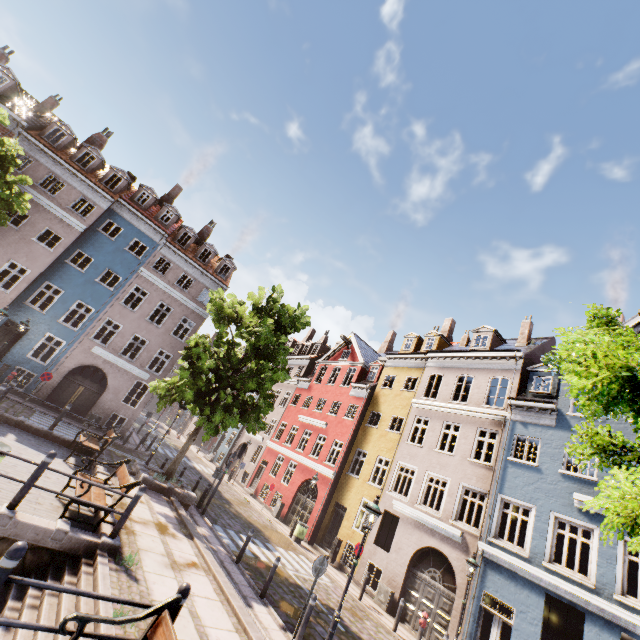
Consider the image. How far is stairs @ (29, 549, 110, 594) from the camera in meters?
5.7 m

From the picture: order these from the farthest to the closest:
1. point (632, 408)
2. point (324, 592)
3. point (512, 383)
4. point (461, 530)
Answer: point (512, 383) < point (461, 530) < point (324, 592) < point (632, 408)

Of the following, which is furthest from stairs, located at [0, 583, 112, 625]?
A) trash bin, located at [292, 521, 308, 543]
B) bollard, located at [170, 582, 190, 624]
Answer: trash bin, located at [292, 521, 308, 543]

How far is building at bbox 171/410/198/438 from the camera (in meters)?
45.83

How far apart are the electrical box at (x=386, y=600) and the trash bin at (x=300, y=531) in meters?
5.1

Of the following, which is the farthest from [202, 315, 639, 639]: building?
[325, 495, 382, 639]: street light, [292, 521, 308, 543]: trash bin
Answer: [325, 495, 382, 639]: street light

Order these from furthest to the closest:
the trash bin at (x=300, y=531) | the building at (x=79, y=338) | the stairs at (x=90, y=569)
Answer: the building at (x=79, y=338) < the trash bin at (x=300, y=531) < the stairs at (x=90, y=569)

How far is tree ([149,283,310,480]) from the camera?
13.78m
